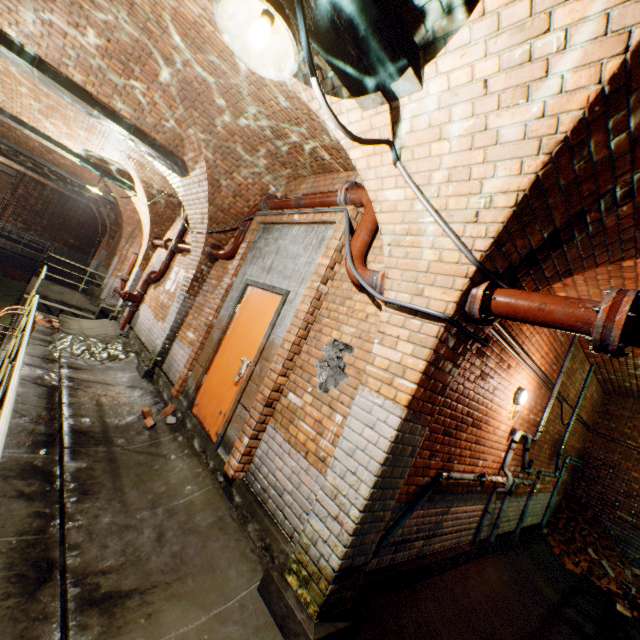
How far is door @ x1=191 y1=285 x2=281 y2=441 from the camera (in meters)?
4.26

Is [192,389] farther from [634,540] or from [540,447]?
[634,540]

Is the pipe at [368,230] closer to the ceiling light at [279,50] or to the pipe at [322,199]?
the pipe at [322,199]

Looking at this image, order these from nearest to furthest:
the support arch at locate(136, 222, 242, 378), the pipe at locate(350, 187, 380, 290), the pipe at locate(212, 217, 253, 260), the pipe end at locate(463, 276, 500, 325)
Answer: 1. the pipe end at locate(463, 276, 500, 325)
2. the pipe at locate(350, 187, 380, 290)
3. the pipe at locate(212, 217, 253, 260)
4. the support arch at locate(136, 222, 242, 378)

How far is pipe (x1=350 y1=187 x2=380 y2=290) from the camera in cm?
315

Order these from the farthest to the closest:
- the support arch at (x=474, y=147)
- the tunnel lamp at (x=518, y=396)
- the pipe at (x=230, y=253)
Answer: the pipe at (x=230, y=253) → the tunnel lamp at (x=518, y=396) → the support arch at (x=474, y=147)

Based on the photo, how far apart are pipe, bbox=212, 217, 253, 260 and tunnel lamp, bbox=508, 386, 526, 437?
4.8m

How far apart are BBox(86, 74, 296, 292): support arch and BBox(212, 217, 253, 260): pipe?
0.1m
